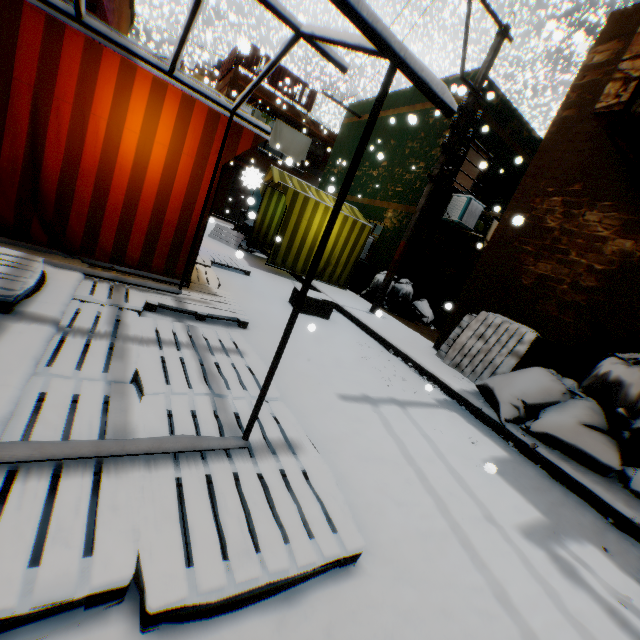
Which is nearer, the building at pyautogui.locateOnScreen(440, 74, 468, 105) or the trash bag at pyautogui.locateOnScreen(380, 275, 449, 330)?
the building at pyautogui.locateOnScreen(440, 74, 468, 105)

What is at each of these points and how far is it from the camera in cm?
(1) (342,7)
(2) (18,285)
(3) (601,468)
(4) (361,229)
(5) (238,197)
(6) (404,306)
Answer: (1) metal tent frame, 119
(2) wooden pallet, 223
(3) trash bag, 361
(4) tent, 953
(5) rolling overhead door, 2003
(6) trash bag, 945

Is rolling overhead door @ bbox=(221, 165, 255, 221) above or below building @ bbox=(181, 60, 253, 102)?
below

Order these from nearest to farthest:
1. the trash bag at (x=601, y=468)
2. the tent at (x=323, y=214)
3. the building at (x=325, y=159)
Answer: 1. the trash bag at (x=601, y=468)
2. the tent at (x=323, y=214)
3. the building at (x=325, y=159)

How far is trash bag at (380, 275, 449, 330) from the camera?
9.5 meters

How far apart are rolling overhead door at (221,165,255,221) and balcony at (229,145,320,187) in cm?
2

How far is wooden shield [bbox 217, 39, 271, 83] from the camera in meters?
3.9 m

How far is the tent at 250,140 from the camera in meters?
3.8
